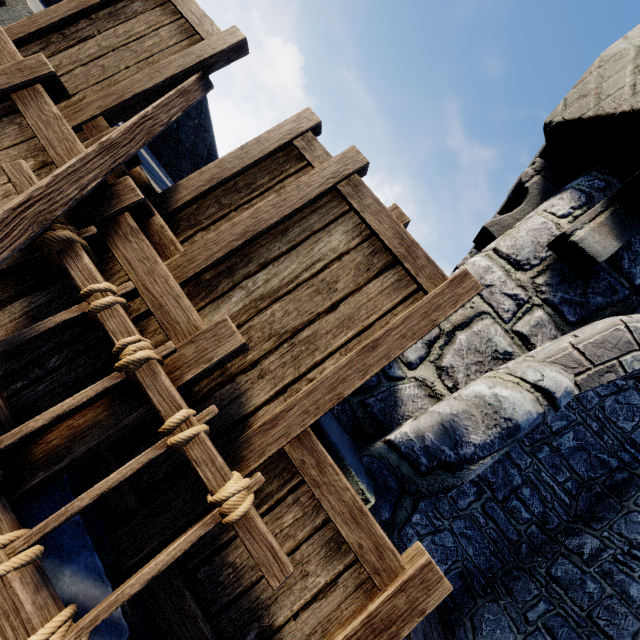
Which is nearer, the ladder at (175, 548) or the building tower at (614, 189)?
the ladder at (175, 548)

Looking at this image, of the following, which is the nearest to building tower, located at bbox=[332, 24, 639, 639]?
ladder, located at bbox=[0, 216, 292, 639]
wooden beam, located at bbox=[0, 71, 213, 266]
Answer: ladder, located at bbox=[0, 216, 292, 639]

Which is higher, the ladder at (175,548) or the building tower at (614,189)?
the building tower at (614,189)

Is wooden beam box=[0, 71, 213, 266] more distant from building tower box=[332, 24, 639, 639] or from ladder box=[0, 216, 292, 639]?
building tower box=[332, 24, 639, 639]

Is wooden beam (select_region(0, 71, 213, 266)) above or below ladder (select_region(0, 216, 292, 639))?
above

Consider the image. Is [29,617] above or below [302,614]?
below

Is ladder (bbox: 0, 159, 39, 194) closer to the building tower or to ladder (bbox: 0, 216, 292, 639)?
ladder (bbox: 0, 216, 292, 639)
